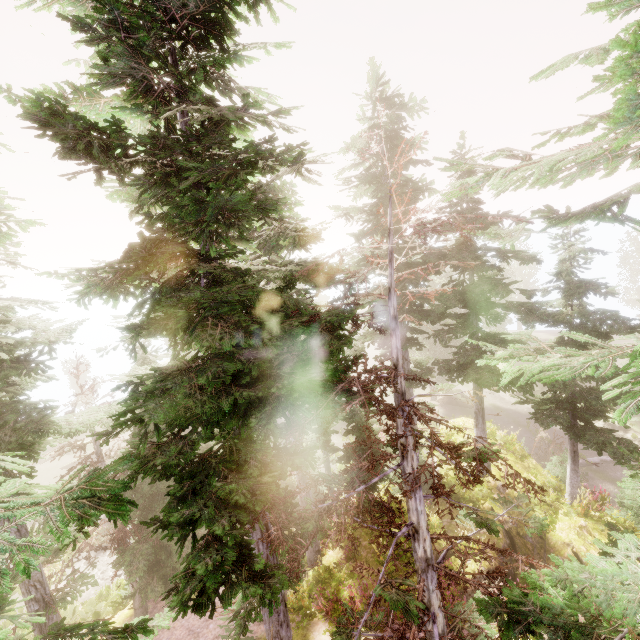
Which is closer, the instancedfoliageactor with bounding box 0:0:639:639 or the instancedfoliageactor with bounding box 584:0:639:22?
the instancedfoliageactor with bounding box 584:0:639:22

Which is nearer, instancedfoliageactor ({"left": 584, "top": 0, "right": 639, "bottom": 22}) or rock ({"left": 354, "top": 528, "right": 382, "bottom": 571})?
instancedfoliageactor ({"left": 584, "top": 0, "right": 639, "bottom": 22})

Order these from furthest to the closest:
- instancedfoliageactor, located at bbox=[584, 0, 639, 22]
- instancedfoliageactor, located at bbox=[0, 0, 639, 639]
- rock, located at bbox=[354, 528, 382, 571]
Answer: rock, located at bbox=[354, 528, 382, 571], instancedfoliageactor, located at bbox=[0, 0, 639, 639], instancedfoliageactor, located at bbox=[584, 0, 639, 22]

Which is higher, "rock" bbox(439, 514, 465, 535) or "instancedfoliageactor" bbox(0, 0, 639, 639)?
"instancedfoliageactor" bbox(0, 0, 639, 639)

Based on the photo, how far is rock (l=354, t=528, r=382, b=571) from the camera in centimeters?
1338cm

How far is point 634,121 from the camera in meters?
2.6 m

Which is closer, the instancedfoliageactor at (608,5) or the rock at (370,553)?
the instancedfoliageactor at (608,5)

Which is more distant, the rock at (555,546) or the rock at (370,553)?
the rock at (370,553)
